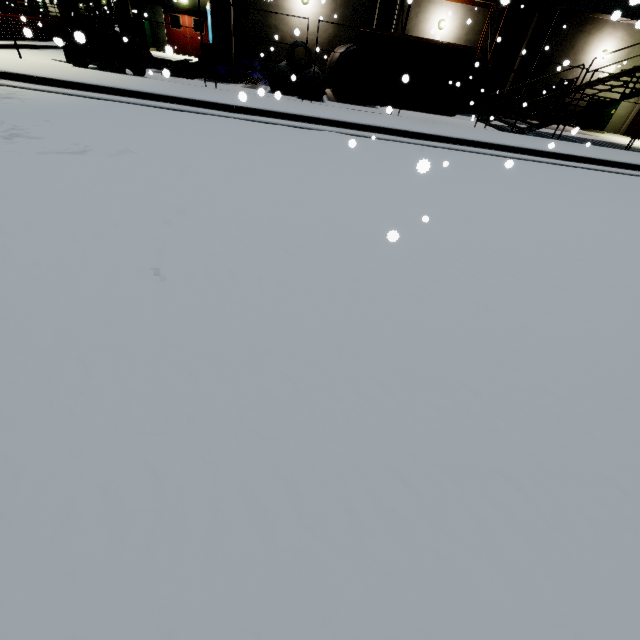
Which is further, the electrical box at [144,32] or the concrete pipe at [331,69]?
the electrical box at [144,32]

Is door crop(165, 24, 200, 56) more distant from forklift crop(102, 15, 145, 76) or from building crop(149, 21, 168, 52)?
forklift crop(102, 15, 145, 76)

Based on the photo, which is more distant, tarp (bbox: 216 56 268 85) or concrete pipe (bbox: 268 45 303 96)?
tarp (bbox: 216 56 268 85)

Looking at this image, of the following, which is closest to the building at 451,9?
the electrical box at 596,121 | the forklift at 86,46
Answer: the electrical box at 596,121

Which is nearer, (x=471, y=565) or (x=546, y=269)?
(x=471, y=565)

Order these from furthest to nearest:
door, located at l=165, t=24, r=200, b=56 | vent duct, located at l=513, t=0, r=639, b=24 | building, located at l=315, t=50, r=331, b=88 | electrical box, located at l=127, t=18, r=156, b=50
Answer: door, located at l=165, t=24, r=200, b=56 → electrical box, located at l=127, t=18, r=156, b=50 → building, located at l=315, t=50, r=331, b=88 → vent duct, located at l=513, t=0, r=639, b=24

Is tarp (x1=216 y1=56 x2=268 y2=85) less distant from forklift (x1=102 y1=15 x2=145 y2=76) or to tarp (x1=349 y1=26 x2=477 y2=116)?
forklift (x1=102 y1=15 x2=145 y2=76)

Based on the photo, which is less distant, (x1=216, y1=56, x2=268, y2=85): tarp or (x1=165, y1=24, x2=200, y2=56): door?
(x1=216, y1=56, x2=268, y2=85): tarp
